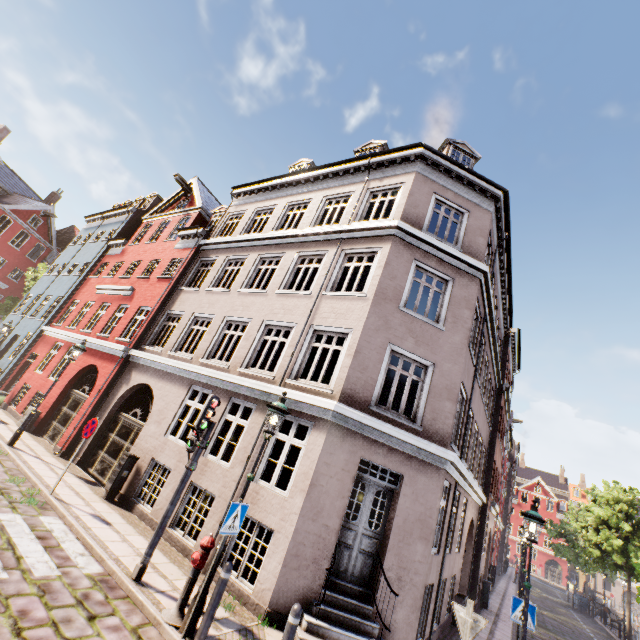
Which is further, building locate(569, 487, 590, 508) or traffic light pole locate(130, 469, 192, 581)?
building locate(569, 487, 590, 508)

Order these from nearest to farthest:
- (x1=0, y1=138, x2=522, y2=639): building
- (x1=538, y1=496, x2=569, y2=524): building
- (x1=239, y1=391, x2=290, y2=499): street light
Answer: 1. (x1=239, y1=391, x2=290, y2=499): street light
2. (x1=0, y1=138, x2=522, y2=639): building
3. (x1=538, y1=496, x2=569, y2=524): building

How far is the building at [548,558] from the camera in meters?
54.4

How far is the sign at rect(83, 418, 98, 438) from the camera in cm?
854

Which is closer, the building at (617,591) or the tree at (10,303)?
the tree at (10,303)

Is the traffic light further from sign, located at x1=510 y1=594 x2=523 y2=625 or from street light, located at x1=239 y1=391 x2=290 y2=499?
sign, located at x1=510 y1=594 x2=523 y2=625

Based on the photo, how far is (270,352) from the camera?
19.1m

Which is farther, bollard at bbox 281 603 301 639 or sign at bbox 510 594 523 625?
sign at bbox 510 594 523 625
